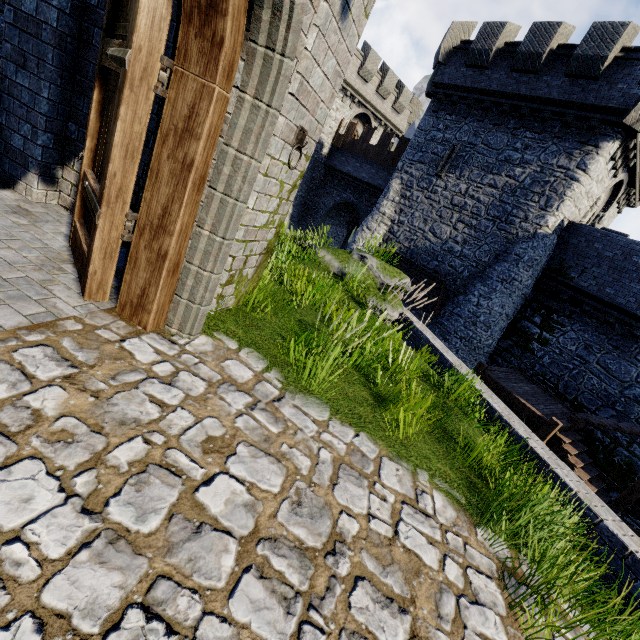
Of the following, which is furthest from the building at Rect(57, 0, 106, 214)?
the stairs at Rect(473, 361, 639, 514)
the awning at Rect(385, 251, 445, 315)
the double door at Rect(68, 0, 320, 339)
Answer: the awning at Rect(385, 251, 445, 315)

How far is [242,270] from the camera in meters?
4.0

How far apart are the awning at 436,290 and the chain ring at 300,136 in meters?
14.5 m

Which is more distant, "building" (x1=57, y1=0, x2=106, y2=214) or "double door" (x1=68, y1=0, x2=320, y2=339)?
"building" (x1=57, y1=0, x2=106, y2=214)

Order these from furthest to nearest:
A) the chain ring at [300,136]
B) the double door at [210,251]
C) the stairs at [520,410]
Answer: the stairs at [520,410] → the chain ring at [300,136] → the double door at [210,251]

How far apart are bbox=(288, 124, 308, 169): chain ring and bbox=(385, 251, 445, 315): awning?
14.5 meters

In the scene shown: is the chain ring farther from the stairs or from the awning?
the awning

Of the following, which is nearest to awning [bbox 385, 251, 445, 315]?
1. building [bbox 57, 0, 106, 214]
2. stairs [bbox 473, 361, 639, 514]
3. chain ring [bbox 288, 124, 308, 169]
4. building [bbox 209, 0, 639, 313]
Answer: building [bbox 209, 0, 639, 313]
